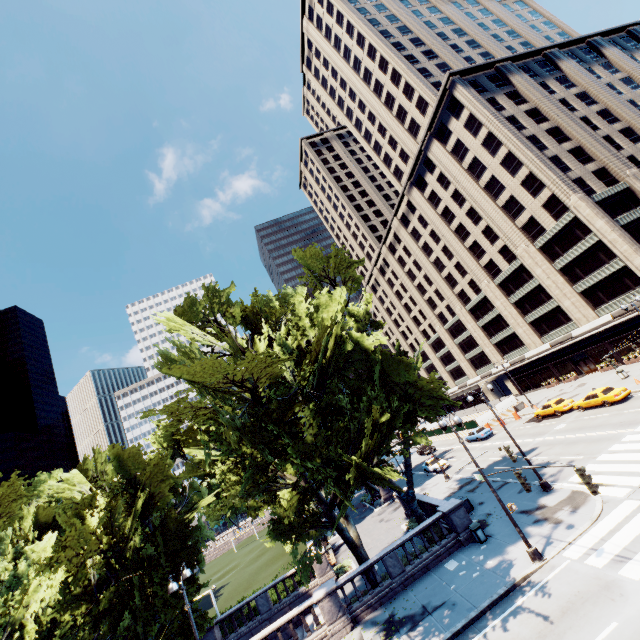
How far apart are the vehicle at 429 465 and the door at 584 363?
24.88m

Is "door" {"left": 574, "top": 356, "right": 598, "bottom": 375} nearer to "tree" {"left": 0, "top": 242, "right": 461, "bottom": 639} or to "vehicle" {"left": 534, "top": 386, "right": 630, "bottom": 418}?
"vehicle" {"left": 534, "top": 386, "right": 630, "bottom": 418}

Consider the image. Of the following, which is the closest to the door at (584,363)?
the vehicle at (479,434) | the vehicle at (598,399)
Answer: the vehicle at (598,399)

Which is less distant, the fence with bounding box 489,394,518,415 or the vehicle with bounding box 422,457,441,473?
the vehicle with bounding box 422,457,441,473

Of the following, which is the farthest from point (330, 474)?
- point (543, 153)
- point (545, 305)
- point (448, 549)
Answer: point (543, 153)

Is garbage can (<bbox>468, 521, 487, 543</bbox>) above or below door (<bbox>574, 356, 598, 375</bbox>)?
below

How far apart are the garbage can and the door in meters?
37.6 m

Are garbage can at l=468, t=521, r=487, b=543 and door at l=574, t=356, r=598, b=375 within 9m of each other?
no
